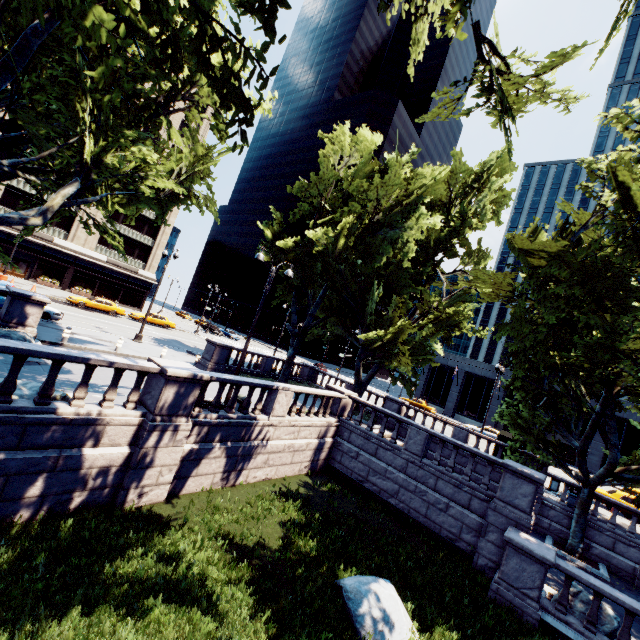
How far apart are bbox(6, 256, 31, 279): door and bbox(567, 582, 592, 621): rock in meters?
54.5

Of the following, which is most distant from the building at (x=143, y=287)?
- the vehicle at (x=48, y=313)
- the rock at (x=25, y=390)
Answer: the rock at (x=25, y=390)

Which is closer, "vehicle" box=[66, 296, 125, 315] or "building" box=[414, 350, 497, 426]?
"vehicle" box=[66, 296, 125, 315]

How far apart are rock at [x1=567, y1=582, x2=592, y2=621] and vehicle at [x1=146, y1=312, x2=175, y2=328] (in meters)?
39.82

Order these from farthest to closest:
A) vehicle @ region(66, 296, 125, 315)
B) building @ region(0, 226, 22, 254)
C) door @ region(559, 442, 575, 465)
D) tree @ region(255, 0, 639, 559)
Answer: door @ region(559, 442, 575, 465) → building @ region(0, 226, 22, 254) → vehicle @ region(66, 296, 125, 315) → tree @ region(255, 0, 639, 559)

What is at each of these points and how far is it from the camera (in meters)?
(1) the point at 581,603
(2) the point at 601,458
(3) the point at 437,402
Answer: (1) rock, 10.60
(2) building, 39.59
(3) building, 53.62

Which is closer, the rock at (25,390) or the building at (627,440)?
the rock at (25,390)

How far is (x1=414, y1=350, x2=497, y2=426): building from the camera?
49.6 meters
